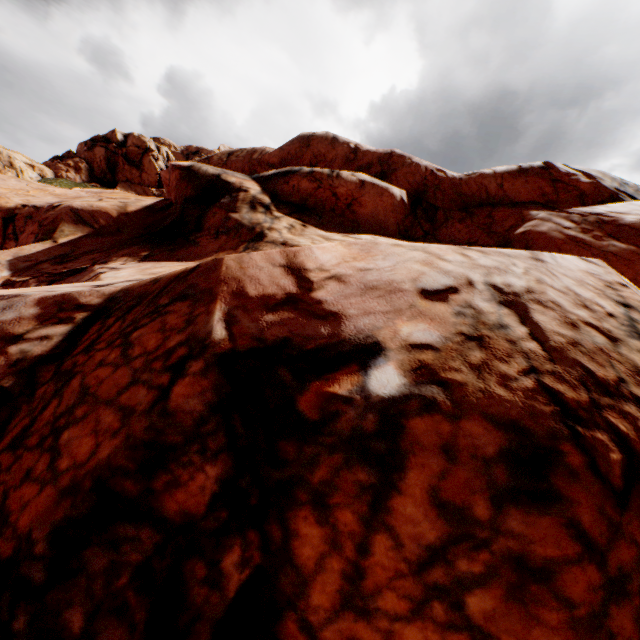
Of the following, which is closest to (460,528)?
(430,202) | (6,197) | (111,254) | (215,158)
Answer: (111,254)
